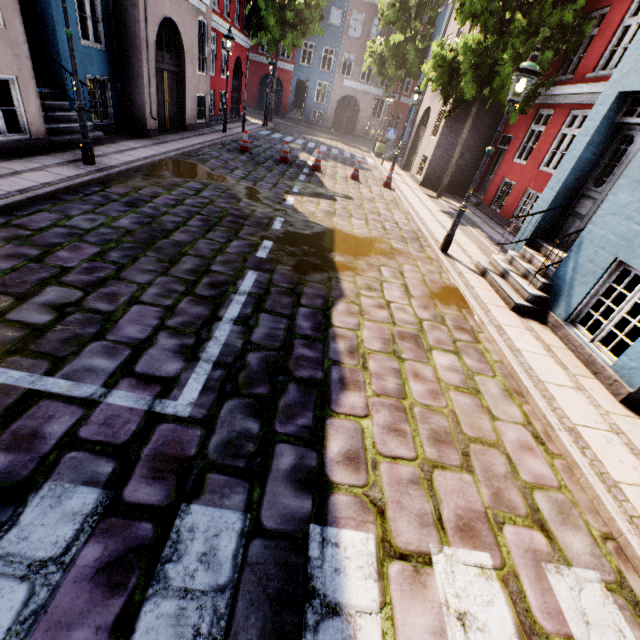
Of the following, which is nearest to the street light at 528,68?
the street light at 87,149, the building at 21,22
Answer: the building at 21,22

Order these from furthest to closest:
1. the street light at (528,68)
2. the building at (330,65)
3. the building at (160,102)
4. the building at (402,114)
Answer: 1. the building at (330,65)
2. the building at (402,114)
3. the building at (160,102)
4. the street light at (528,68)

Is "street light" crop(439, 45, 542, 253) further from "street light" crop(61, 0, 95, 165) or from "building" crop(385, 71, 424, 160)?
"street light" crop(61, 0, 95, 165)

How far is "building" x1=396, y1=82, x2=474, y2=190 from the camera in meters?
14.4 m

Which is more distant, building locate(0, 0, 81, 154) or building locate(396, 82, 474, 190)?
building locate(396, 82, 474, 190)

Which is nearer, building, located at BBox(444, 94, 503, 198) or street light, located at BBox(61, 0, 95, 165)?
street light, located at BBox(61, 0, 95, 165)

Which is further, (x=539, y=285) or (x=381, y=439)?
(x=539, y=285)

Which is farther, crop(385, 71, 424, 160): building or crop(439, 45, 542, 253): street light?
crop(385, 71, 424, 160): building
